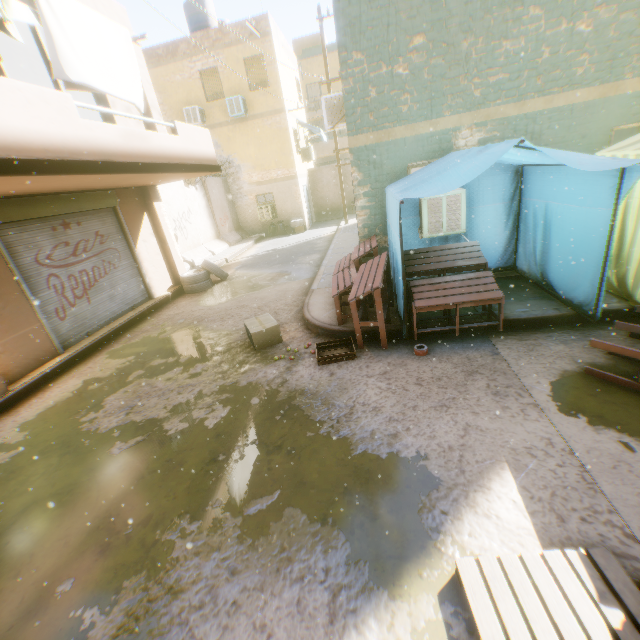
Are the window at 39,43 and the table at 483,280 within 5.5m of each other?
no

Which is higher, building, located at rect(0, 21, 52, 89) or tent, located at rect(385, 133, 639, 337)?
building, located at rect(0, 21, 52, 89)

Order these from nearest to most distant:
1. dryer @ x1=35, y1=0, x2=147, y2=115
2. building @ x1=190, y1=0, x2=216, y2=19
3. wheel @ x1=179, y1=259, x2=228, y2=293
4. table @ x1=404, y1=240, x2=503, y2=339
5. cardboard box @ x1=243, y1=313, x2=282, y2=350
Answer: table @ x1=404, y1=240, x2=503, y2=339, dryer @ x1=35, y1=0, x2=147, y2=115, cardboard box @ x1=243, y1=313, x2=282, y2=350, wheel @ x1=179, y1=259, x2=228, y2=293, building @ x1=190, y1=0, x2=216, y2=19

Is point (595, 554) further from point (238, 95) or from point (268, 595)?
point (238, 95)

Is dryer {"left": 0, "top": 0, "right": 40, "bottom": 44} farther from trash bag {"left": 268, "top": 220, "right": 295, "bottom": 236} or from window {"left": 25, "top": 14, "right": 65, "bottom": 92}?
trash bag {"left": 268, "top": 220, "right": 295, "bottom": 236}

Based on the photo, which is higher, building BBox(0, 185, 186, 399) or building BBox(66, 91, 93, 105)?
building BBox(66, 91, 93, 105)

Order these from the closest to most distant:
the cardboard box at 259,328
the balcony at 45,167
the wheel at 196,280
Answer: the balcony at 45,167
the cardboard box at 259,328
the wheel at 196,280

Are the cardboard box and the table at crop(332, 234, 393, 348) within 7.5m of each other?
yes
